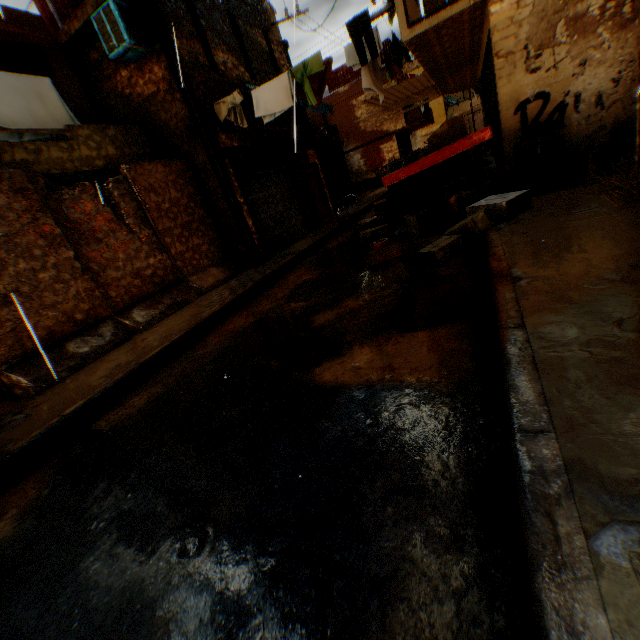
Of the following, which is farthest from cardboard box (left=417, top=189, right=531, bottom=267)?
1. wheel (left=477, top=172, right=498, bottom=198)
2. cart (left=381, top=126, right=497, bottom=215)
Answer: wheel (left=477, top=172, right=498, bottom=198)

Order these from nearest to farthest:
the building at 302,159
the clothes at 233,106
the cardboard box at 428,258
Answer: the cardboard box at 428,258, the clothes at 233,106, the building at 302,159

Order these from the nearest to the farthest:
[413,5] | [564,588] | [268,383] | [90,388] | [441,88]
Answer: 1. [564,588]
2. [268,383]
3. [90,388]
4. [413,5]
5. [441,88]

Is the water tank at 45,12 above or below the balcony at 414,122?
above

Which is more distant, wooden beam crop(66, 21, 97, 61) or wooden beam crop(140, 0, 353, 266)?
wooden beam crop(66, 21, 97, 61)

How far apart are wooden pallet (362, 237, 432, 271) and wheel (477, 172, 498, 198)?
1.95m

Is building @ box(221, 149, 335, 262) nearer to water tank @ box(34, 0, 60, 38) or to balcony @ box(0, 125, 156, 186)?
balcony @ box(0, 125, 156, 186)

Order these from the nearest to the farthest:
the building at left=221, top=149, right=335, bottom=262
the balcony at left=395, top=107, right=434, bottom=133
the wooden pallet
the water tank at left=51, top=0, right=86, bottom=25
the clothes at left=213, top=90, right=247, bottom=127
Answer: the wooden pallet
the clothes at left=213, top=90, right=247, bottom=127
the building at left=221, top=149, right=335, bottom=262
the water tank at left=51, top=0, right=86, bottom=25
the balcony at left=395, top=107, right=434, bottom=133
